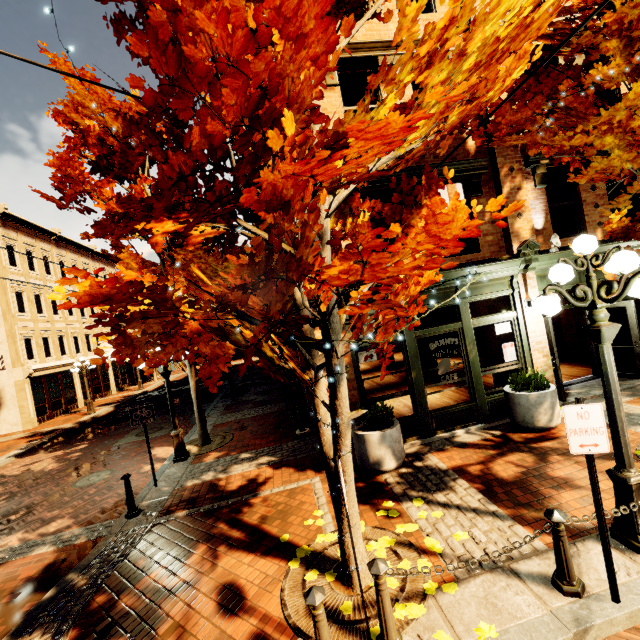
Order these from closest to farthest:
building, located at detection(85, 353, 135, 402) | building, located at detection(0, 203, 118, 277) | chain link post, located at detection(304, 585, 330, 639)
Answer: chain link post, located at detection(304, 585, 330, 639)
building, located at detection(0, 203, 118, 277)
building, located at detection(85, 353, 135, 402)

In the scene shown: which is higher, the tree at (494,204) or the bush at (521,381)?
the tree at (494,204)

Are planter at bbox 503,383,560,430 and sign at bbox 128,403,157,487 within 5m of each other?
no

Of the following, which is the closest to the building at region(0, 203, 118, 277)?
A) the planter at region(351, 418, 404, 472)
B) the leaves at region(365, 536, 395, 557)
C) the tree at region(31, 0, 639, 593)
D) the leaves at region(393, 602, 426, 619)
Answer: the tree at region(31, 0, 639, 593)

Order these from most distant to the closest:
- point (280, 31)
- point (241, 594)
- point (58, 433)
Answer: point (58, 433), point (241, 594), point (280, 31)

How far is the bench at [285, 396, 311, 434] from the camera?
9.65m

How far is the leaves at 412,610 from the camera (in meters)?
3.40

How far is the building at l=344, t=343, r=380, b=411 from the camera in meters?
7.2 m
